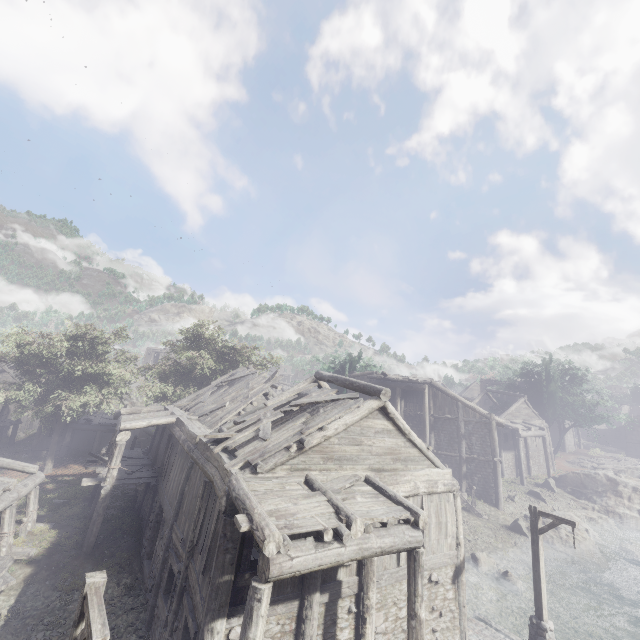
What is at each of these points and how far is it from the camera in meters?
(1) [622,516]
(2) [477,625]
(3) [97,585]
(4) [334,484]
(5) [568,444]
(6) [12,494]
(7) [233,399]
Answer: (1) rock, 26.3
(2) building base, 13.0
(3) wooden lamp post, 5.1
(4) building, 9.3
(5) building, 47.2
(6) building, 12.6
(7) wooden plank rubble, 16.7

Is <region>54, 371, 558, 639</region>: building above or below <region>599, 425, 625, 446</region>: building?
Result: below

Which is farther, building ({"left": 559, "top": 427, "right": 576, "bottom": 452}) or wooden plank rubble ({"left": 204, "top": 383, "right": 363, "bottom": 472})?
building ({"left": 559, "top": 427, "right": 576, "bottom": 452})

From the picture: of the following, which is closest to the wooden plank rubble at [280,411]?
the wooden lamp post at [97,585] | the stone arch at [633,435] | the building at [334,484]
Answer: the building at [334,484]

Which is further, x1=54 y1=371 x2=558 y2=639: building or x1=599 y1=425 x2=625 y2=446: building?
x1=599 y1=425 x2=625 y2=446: building

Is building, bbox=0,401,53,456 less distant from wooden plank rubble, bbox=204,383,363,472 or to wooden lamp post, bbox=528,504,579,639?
wooden plank rubble, bbox=204,383,363,472

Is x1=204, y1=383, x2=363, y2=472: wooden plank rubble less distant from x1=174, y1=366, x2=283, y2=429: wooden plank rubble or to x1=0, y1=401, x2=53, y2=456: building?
x1=0, y1=401, x2=53, y2=456: building

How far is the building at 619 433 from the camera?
57.2m
